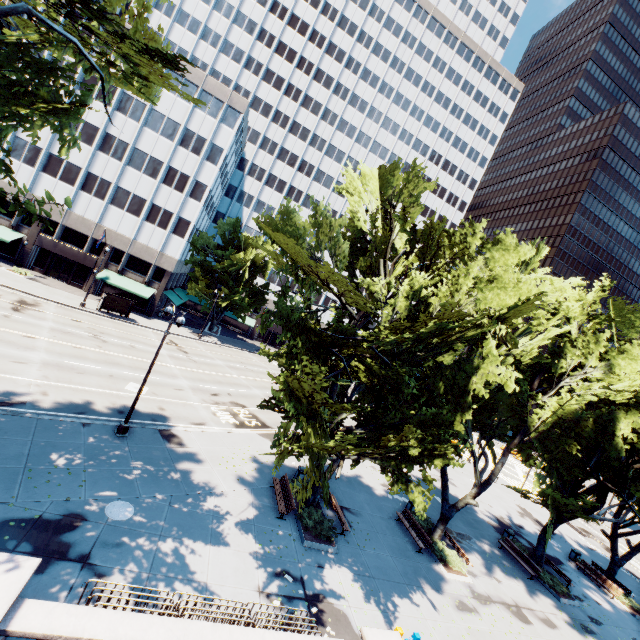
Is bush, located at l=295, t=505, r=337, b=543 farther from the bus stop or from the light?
the bus stop

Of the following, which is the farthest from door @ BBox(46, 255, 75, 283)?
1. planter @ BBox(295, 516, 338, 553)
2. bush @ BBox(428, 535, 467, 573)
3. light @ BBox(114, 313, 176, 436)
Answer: bush @ BBox(428, 535, 467, 573)

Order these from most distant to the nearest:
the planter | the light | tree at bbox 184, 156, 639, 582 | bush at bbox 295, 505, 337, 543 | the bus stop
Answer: the bus stop → the light → bush at bbox 295, 505, 337, 543 → the planter → tree at bbox 184, 156, 639, 582

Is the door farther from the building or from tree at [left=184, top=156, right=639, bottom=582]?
tree at [left=184, top=156, right=639, bottom=582]

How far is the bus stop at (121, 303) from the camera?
36.69m

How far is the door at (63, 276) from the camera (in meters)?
41.62

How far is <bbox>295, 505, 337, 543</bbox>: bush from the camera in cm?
1611

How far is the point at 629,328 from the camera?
22.1 meters
